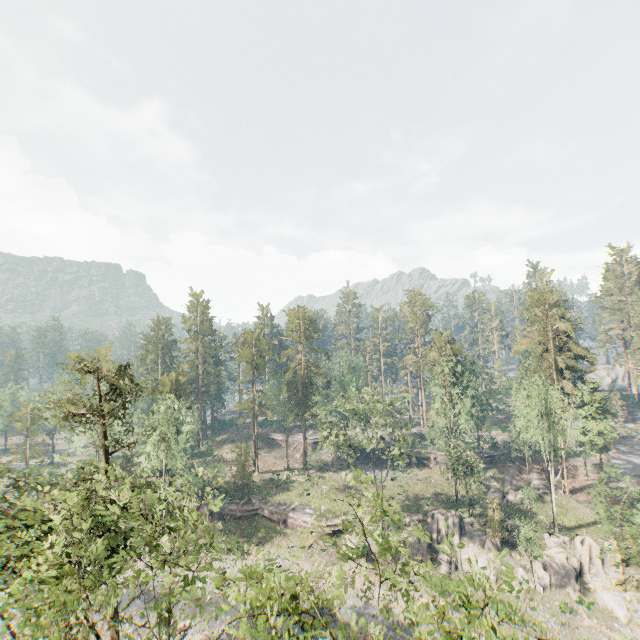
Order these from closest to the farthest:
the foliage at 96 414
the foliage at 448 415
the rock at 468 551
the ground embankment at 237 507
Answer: the foliage at 96 414 < the rock at 468 551 < the foliage at 448 415 < the ground embankment at 237 507

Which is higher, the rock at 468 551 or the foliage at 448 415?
the foliage at 448 415

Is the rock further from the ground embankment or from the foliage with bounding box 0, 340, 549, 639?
the foliage with bounding box 0, 340, 549, 639

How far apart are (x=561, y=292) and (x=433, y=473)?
36.1m

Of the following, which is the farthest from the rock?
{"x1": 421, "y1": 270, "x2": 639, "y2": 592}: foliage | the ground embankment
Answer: {"x1": 421, "y1": 270, "x2": 639, "y2": 592}: foliage

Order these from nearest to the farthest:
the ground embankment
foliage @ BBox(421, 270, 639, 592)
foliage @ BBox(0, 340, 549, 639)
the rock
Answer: foliage @ BBox(0, 340, 549, 639), the rock, foliage @ BBox(421, 270, 639, 592), the ground embankment

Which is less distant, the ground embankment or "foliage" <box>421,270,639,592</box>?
"foliage" <box>421,270,639,592</box>
